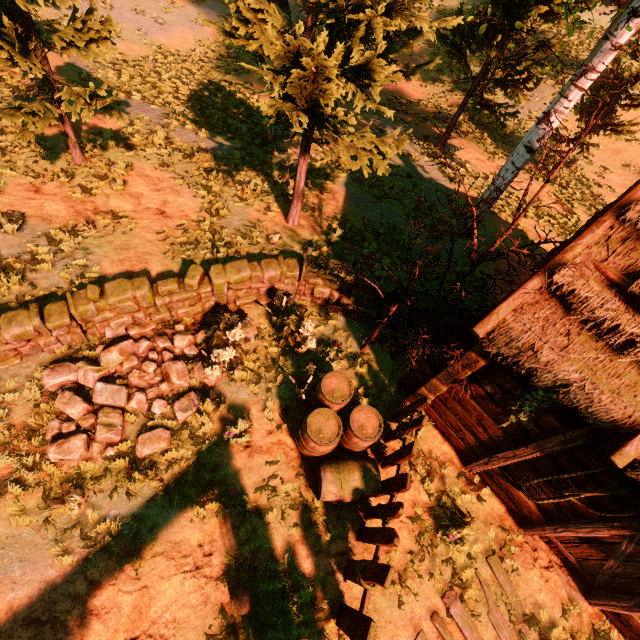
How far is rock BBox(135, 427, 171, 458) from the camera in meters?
5.3 m

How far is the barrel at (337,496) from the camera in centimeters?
530cm

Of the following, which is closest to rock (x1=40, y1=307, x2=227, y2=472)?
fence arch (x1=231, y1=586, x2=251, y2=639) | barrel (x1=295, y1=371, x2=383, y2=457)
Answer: barrel (x1=295, y1=371, x2=383, y2=457)

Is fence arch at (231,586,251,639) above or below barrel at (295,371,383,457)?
below

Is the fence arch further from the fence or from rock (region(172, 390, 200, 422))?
rock (region(172, 390, 200, 422))

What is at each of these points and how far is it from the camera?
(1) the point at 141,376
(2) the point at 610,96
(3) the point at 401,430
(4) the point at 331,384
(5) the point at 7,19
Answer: (1) rock, 6.0m
(2) treerock, 14.2m
(3) fence, 6.0m
(4) barrel, 6.0m
(5) treerock, 5.8m

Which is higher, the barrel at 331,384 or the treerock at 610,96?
the treerock at 610,96

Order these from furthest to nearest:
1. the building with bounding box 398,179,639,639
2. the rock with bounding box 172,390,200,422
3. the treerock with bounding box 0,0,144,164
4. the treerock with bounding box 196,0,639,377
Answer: the treerock with bounding box 0,0,144,164
the rock with bounding box 172,390,200,422
the treerock with bounding box 196,0,639,377
the building with bounding box 398,179,639,639
